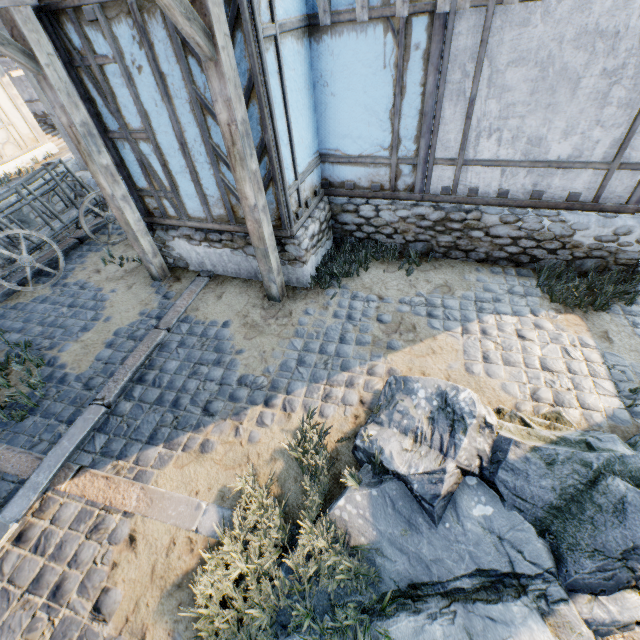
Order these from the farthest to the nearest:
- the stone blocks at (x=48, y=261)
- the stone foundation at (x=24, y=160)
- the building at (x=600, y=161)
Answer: the stone foundation at (x=24, y=160), the stone blocks at (x=48, y=261), the building at (x=600, y=161)

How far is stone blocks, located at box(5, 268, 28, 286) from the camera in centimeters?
661cm

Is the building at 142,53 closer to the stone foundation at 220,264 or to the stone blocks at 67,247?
the stone foundation at 220,264

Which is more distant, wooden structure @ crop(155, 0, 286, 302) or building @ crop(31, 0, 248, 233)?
building @ crop(31, 0, 248, 233)

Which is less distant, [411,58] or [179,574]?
[179,574]

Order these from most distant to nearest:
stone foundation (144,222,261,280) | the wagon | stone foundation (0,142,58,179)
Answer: stone foundation (0,142,58,179) < the wagon < stone foundation (144,222,261,280)

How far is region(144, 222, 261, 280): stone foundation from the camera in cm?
566

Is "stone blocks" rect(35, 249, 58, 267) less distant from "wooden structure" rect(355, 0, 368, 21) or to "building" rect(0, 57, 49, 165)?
"building" rect(0, 57, 49, 165)
